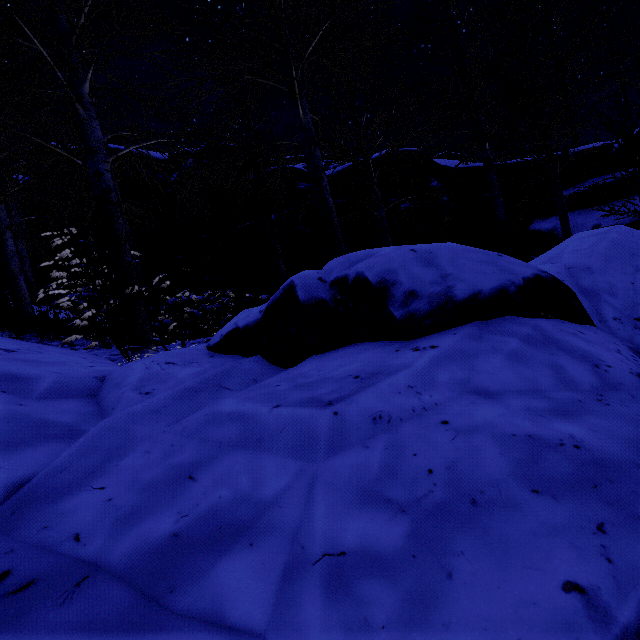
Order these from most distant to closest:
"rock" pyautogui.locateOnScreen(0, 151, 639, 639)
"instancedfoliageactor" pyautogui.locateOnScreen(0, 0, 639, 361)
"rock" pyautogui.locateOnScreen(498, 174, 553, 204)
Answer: "rock" pyautogui.locateOnScreen(498, 174, 553, 204) → "instancedfoliageactor" pyautogui.locateOnScreen(0, 0, 639, 361) → "rock" pyautogui.locateOnScreen(0, 151, 639, 639)

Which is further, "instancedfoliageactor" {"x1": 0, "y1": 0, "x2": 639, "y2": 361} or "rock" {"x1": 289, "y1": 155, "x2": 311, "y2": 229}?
"rock" {"x1": 289, "y1": 155, "x2": 311, "y2": 229}

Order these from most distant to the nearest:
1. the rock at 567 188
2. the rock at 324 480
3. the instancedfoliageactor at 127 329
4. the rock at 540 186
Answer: the rock at 540 186
the rock at 567 188
the instancedfoliageactor at 127 329
the rock at 324 480

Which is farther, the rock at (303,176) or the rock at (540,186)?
the rock at (540,186)

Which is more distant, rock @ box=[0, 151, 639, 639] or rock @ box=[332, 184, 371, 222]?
rock @ box=[332, 184, 371, 222]

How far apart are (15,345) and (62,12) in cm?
371

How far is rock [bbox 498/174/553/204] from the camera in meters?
10.7 m
